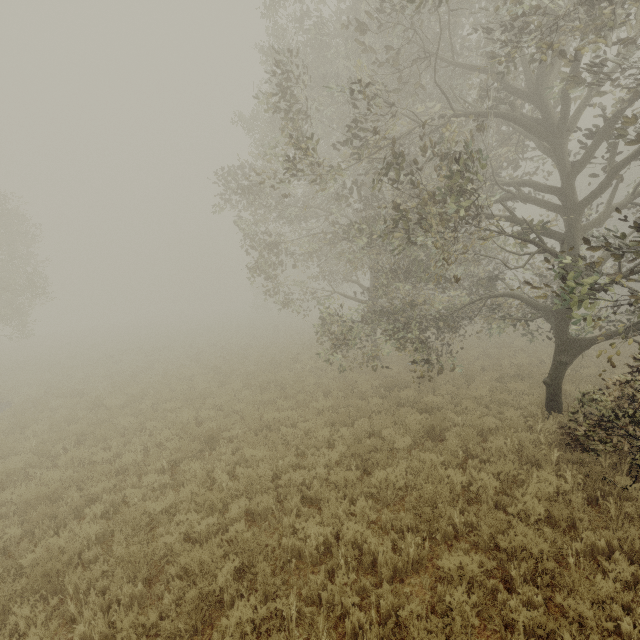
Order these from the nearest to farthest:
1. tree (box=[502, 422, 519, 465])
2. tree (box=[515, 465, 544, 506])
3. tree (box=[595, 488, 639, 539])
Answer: tree (box=[595, 488, 639, 539]) → tree (box=[515, 465, 544, 506]) → tree (box=[502, 422, 519, 465])

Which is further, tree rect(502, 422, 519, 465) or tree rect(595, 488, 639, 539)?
tree rect(502, 422, 519, 465)

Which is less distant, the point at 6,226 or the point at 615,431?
the point at 615,431

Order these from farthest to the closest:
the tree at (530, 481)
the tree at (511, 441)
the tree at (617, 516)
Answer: the tree at (511, 441) → the tree at (530, 481) → the tree at (617, 516)

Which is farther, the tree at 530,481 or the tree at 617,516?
the tree at 530,481

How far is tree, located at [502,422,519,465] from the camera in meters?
7.4 m
